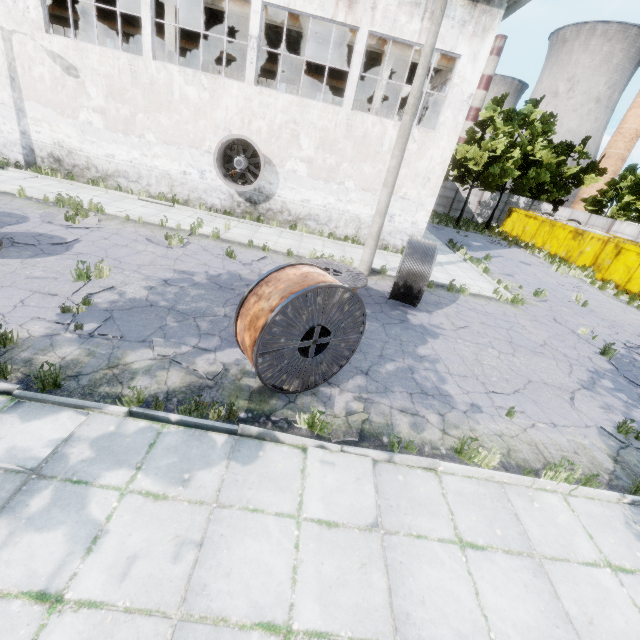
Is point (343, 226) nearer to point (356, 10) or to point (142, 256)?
point (356, 10)

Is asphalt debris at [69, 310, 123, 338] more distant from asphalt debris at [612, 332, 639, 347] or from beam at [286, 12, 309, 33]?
beam at [286, 12, 309, 33]

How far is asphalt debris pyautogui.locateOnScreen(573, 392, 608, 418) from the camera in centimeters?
697cm

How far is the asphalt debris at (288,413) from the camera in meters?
5.0

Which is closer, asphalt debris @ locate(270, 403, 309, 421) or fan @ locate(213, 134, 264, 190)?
asphalt debris @ locate(270, 403, 309, 421)

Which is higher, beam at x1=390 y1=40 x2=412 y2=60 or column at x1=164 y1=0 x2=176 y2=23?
beam at x1=390 y1=40 x2=412 y2=60

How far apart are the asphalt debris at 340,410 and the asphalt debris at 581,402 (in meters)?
5.10

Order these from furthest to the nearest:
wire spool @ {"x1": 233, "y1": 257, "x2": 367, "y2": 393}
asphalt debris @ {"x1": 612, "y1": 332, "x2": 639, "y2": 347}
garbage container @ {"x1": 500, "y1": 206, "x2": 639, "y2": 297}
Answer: garbage container @ {"x1": 500, "y1": 206, "x2": 639, "y2": 297}
asphalt debris @ {"x1": 612, "y1": 332, "x2": 639, "y2": 347}
wire spool @ {"x1": 233, "y1": 257, "x2": 367, "y2": 393}
